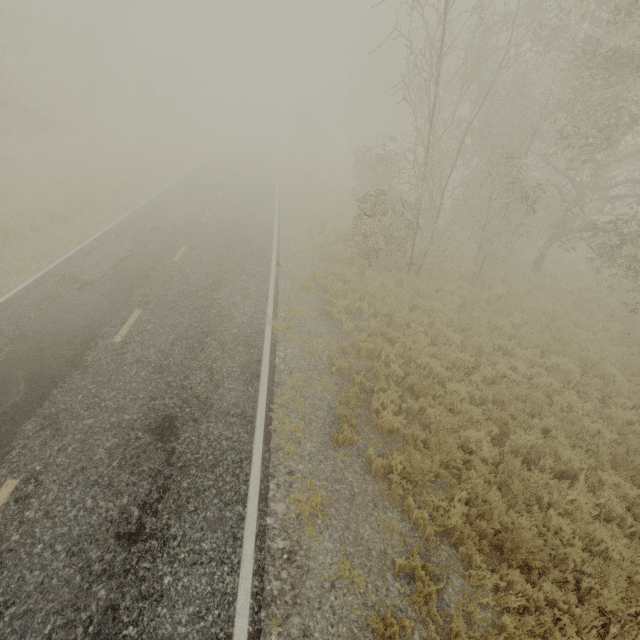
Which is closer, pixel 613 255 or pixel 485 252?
pixel 485 252

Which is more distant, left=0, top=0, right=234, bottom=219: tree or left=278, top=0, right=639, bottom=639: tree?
left=0, top=0, right=234, bottom=219: tree

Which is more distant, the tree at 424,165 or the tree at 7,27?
the tree at 7,27
